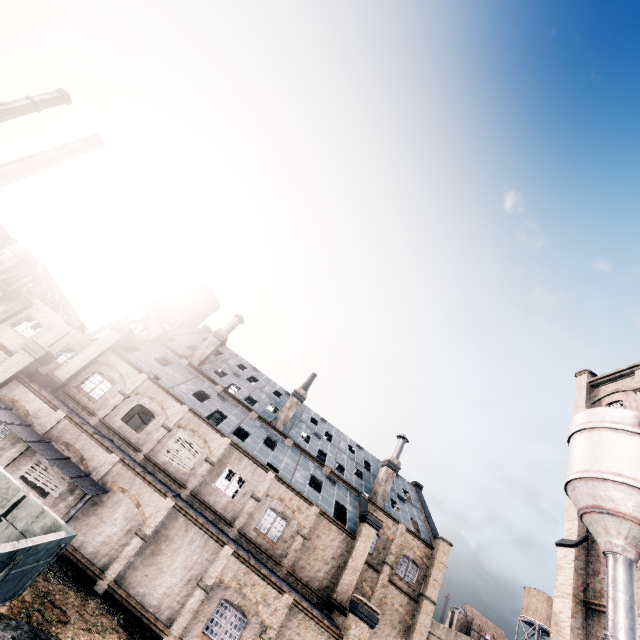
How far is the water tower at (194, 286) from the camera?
42.0 meters

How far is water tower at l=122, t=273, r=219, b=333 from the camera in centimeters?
4200cm

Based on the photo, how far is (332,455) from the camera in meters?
35.8

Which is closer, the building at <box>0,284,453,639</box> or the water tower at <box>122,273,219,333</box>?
the building at <box>0,284,453,639</box>

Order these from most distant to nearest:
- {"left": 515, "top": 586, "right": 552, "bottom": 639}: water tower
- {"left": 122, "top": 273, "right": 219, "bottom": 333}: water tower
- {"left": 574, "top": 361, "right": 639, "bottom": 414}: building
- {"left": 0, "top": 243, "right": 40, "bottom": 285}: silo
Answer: {"left": 0, "top": 243, "right": 40, "bottom": 285}: silo → {"left": 122, "top": 273, "right": 219, "bottom": 333}: water tower → {"left": 515, "top": 586, "right": 552, "bottom": 639}: water tower → {"left": 574, "top": 361, "right": 639, "bottom": 414}: building

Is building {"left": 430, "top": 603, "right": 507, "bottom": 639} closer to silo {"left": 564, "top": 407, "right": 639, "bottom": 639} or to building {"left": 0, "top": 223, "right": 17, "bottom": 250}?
silo {"left": 564, "top": 407, "right": 639, "bottom": 639}

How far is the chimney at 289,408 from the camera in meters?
33.3

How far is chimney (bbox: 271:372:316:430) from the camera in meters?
33.3
